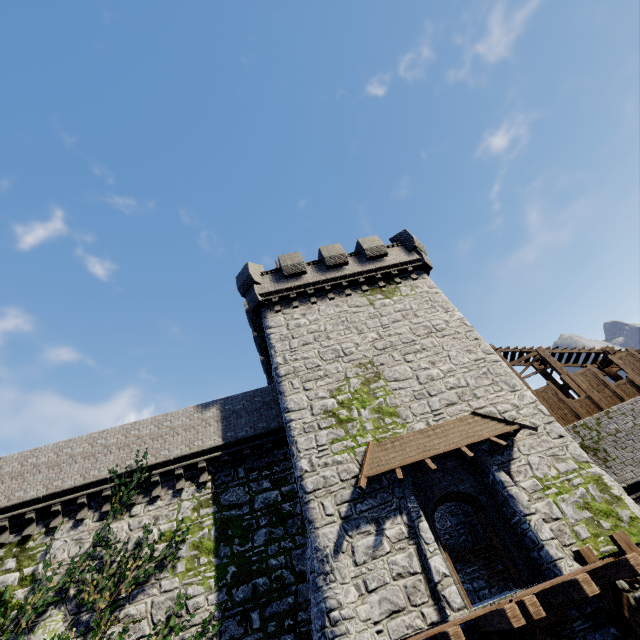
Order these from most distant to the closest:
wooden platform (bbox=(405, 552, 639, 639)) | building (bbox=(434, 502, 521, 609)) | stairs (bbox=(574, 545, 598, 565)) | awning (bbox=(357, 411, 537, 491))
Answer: building (bbox=(434, 502, 521, 609))
awning (bbox=(357, 411, 537, 491))
stairs (bbox=(574, 545, 598, 565))
wooden platform (bbox=(405, 552, 639, 639))

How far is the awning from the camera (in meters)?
10.35

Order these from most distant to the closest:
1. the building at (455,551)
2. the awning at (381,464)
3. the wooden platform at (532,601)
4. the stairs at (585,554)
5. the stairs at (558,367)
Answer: the stairs at (558,367)
the building at (455,551)
the awning at (381,464)
the stairs at (585,554)
the wooden platform at (532,601)

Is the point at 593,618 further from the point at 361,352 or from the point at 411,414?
the point at 361,352

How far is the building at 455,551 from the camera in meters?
12.5

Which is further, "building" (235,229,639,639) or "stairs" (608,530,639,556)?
"building" (235,229,639,639)

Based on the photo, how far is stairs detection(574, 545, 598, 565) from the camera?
8.7m
